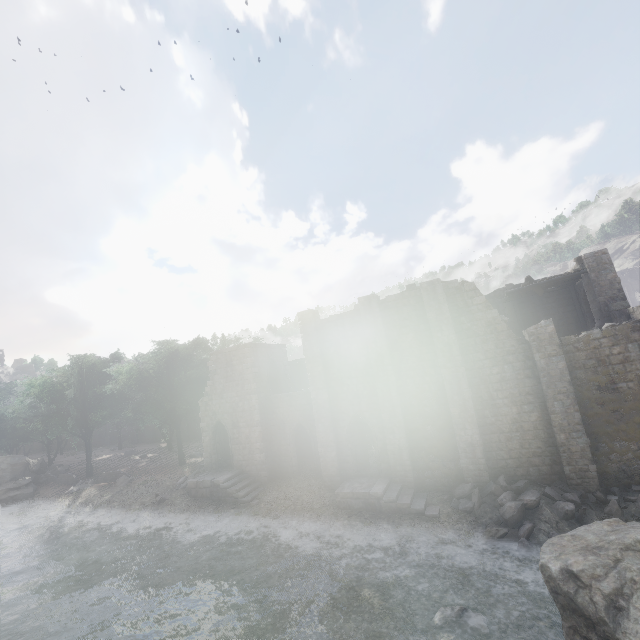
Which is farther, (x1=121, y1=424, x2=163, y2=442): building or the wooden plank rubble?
(x1=121, y1=424, x2=163, y2=442): building

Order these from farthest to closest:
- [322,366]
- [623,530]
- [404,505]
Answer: [322,366] → [404,505] → [623,530]

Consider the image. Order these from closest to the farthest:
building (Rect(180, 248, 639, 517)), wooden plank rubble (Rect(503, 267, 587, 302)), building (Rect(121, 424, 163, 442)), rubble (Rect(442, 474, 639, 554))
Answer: rubble (Rect(442, 474, 639, 554))
building (Rect(180, 248, 639, 517))
wooden plank rubble (Rect(503, 267, 587, 302))
building (Rect(121, 424, 163, 442))

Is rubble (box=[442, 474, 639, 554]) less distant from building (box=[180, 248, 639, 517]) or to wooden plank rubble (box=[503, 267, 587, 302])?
building (box=[180, 248, 639, 517])

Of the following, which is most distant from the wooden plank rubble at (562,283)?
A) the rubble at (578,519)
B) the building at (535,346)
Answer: the rubble at (578,519)

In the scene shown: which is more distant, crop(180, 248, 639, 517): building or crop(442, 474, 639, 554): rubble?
crop(180, 248, 639, 517): building

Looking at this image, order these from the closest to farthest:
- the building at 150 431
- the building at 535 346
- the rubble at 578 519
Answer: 1. the rubble at 578 519
2. the building at 535 346
3. the building at 150 431
